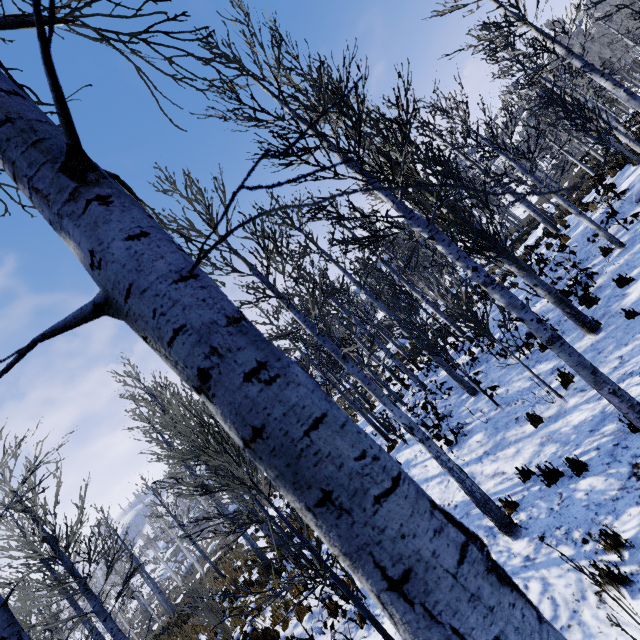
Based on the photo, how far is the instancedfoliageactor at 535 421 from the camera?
6.43m

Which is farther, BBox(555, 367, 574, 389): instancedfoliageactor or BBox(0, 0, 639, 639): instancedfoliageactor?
BBox(555, 367, 574, 389): instancedfoliageactor

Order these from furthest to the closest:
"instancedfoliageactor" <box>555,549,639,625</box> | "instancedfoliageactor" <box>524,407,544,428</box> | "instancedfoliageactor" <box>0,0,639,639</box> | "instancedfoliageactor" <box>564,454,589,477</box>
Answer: "instancedfoliageactor" <box>524,407,544,428</box>
"instancedfoliageactor" <box>564,454,589,477</box>
"instancedfoliageactor" <box>555,549,639,625</box>
"instancedfoliageactor" <box>0,0,639,639</box>

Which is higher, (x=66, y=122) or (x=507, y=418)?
(x=66, y=122)

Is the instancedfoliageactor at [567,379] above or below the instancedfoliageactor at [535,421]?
above

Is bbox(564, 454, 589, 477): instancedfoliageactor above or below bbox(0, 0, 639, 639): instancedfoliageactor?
below
